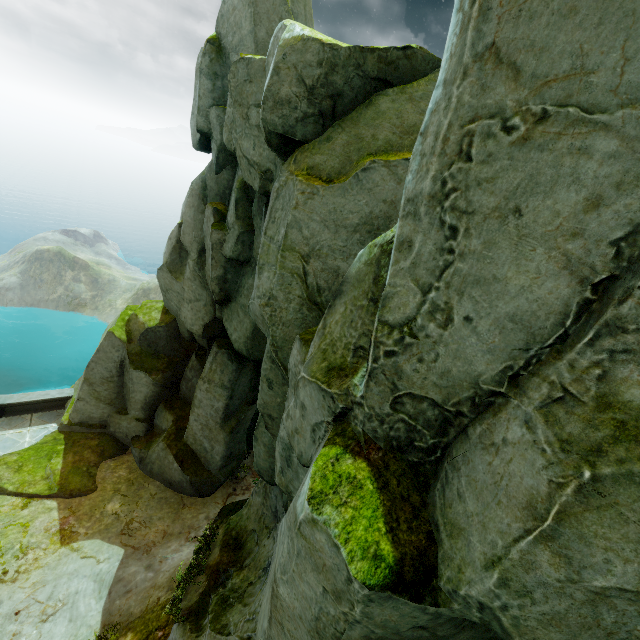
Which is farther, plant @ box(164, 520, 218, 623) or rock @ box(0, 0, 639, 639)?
plant @ box(164, 520, 218, 623)

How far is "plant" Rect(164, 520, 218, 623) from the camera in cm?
765

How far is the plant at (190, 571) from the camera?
7.65m

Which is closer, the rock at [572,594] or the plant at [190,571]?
the rock at [572,594]

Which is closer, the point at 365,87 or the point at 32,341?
the point at 365,87
